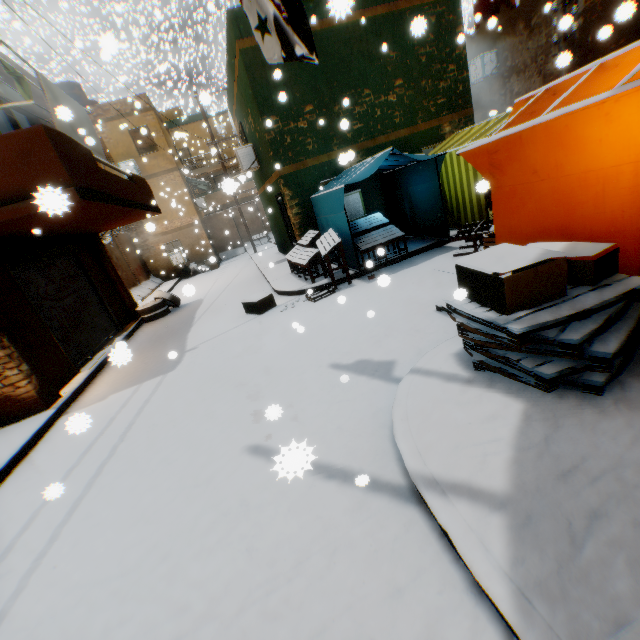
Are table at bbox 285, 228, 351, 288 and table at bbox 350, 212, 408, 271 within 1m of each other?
yes

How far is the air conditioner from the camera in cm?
1302

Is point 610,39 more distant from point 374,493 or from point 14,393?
point 14,393

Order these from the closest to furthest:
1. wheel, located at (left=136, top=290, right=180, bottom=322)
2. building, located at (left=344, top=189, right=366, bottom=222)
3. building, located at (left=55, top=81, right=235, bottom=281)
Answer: building, located at (left=344, top=189, right=366, bottom=222) → wheel, located at (left=136, top=290, right=180, bottom=322) → building, located at (left=55, top=81, right=235, bottom=281)

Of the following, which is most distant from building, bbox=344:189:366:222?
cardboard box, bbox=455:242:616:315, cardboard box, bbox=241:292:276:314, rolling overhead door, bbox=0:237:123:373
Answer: → cardboard box, bbox=241:292:276:314

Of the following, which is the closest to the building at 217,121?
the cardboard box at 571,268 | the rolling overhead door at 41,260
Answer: the rolling overhead door at 41,260

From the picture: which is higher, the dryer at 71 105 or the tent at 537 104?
the dryer at 71 105

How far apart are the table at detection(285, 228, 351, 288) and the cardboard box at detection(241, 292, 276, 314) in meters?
1.1
